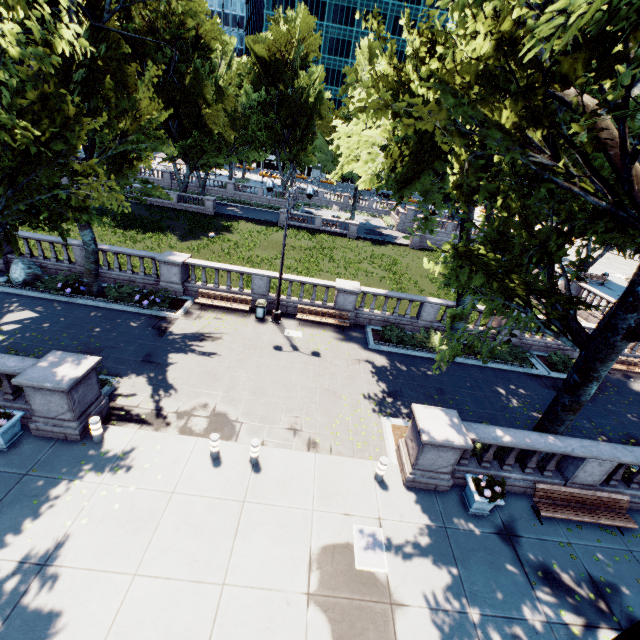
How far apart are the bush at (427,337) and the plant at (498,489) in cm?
830

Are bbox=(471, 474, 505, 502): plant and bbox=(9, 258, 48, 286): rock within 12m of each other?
no

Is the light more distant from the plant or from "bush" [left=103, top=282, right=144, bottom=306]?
"bush" [left=103, top=282, right=144, bottom=306]

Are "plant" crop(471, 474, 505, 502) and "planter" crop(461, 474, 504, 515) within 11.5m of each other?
yes

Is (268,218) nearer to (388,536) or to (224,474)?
(224,474)

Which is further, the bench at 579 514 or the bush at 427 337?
the bush at 427 337

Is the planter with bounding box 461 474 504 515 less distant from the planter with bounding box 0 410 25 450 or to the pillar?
the pillar

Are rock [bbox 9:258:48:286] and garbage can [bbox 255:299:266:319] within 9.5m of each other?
no
